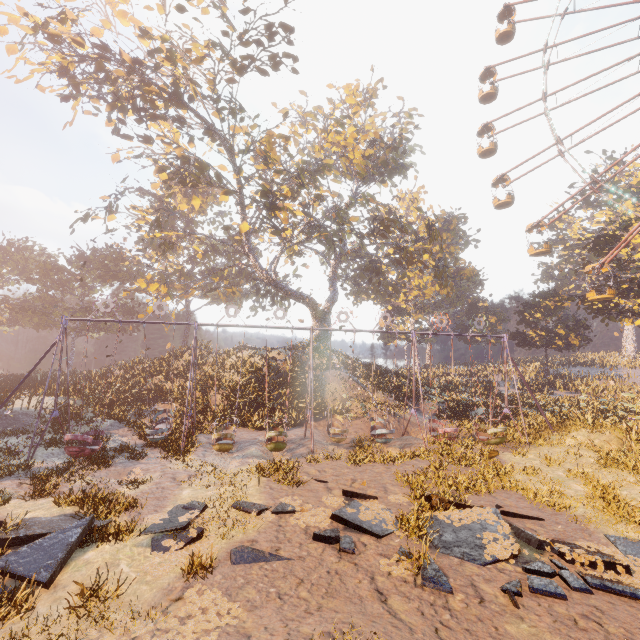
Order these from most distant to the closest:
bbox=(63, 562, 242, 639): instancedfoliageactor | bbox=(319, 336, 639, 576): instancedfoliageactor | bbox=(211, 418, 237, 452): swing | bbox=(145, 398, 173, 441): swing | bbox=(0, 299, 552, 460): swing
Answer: bbox=(145, 398, 173, 441): swing, bbox=(211, 418, 237, 452): swing, bbox=(0, 299, 552, 460): swing, bbox=(319, 336, 639, 576): instancedfoliageactor, bbox=(63, 562, 242, 639): instancedfoliageactor

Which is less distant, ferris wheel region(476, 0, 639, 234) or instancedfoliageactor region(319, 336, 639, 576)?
instancedfoliageactor region(319, 336, 639, 576)

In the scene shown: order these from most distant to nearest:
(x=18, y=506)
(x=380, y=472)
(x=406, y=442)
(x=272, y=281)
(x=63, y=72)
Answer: (x=272, y=281)
(x=63, y=72)
(x=406, y=442)
(x=380, y=472)
(x=18, y=506)

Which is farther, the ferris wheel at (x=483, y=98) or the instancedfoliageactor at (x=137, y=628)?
the ferris wheel at (x=483, y=98)

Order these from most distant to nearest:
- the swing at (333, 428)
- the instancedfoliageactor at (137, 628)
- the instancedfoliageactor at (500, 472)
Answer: the swing at (333, 428) < the instancedfoliageactor at (500, 472) < the instancedfoliageactor at (137, 628)

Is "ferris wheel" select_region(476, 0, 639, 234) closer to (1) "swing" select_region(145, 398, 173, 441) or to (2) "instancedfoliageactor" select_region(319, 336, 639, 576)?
(1) "swing" select_region(145, 398, 173, 441)

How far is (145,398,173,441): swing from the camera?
15.9 meters

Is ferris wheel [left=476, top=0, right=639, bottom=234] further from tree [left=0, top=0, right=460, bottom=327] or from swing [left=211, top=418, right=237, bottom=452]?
swing [left=211, top=418, right=237, bottom=452]
